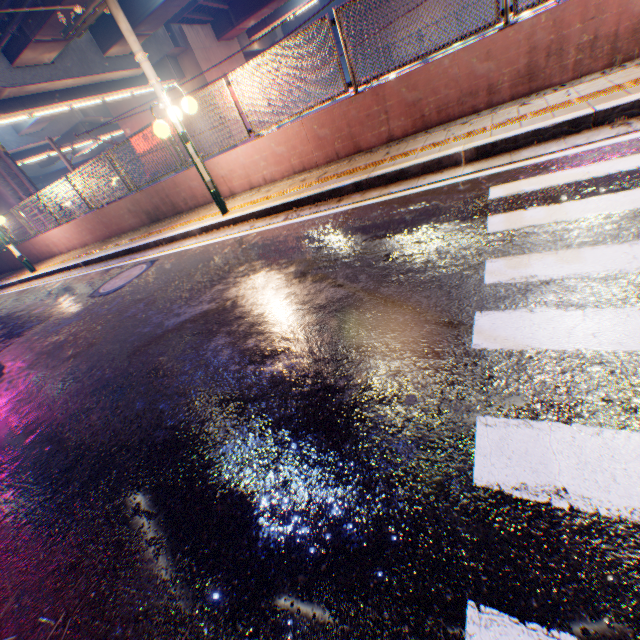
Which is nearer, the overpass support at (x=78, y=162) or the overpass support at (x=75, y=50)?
the overpass support at (x=75, y=50)

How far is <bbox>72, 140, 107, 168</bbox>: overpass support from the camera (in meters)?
46.75

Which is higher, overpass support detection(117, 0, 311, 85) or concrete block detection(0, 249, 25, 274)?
overpass support detection(117, 0, 311, 85)

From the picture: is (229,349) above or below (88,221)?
below

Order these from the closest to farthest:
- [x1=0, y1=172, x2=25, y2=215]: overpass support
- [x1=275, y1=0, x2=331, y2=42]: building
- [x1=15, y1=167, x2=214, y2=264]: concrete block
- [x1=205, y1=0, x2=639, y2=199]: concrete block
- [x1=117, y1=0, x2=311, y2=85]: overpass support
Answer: [x1=205, y1=0, x2=639, y2=199]: concrete block, [x1=15, y1=167, x2=214, y2=264]: concrete block, [x1=0, y1=172, x2=25, y2=215]: overpass support, [x1=117, y1=0, x2=311, y2=85]: overpass support, [x1=275, y1=0, x2=331, y2=42]: building

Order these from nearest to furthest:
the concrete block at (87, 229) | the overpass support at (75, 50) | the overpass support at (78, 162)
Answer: the concrete block at (87, 229), the overpass support at (75, 50), the overpass support at (78, 162)

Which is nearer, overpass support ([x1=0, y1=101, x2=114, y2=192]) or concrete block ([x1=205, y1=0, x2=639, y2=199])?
concrete block ([x1=205, y1=0, x2=639, y2=199])

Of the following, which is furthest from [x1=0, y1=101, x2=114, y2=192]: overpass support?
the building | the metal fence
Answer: the building
